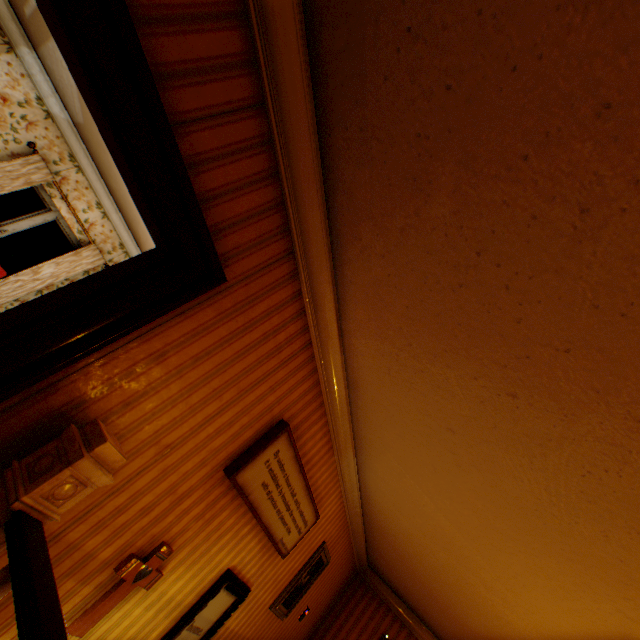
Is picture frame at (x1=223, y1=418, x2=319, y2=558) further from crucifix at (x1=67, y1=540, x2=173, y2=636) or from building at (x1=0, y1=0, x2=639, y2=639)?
crucifix at (x1=67, y1=540, x2=173, y2=636)

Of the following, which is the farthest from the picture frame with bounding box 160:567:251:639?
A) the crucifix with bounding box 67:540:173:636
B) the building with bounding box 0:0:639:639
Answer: the crucifix with bounding box 67:540:173:636

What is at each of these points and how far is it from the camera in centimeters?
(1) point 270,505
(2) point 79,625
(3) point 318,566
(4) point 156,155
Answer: (1) picture frame, 294cm
(2) crucifix, 197cm
(3) picture frame, 480cm
(4) building, 129cm

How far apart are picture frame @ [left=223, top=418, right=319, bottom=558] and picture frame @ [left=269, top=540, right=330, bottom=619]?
0.99m

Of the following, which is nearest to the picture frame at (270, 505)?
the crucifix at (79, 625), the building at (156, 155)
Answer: the building at (156, 155)

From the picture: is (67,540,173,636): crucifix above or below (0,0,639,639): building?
below

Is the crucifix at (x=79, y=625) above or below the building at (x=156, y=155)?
below

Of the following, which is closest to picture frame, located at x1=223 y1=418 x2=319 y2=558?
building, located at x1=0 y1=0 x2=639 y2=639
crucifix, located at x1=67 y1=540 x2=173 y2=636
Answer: building, located at x1=0 y1=0 x2=639 y2=639
